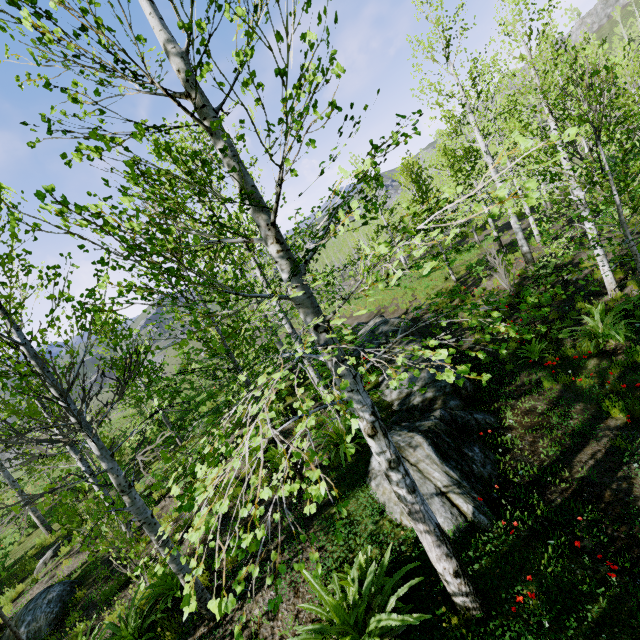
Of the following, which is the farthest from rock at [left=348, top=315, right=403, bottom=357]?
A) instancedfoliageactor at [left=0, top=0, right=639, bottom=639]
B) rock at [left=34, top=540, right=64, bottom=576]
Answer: rock at [left=34, top=540, right=64, bottom=576]

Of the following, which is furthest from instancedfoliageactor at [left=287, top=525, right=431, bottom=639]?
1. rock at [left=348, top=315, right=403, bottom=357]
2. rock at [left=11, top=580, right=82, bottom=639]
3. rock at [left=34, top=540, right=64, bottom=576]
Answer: rock at [left=34, top=540, right=64, bottom=576]

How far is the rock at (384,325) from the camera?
12.5 meters

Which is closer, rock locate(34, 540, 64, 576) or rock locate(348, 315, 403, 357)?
rock locate(34, 540, 64, 576)

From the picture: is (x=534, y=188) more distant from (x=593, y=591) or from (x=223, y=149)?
(x=593, y=591)

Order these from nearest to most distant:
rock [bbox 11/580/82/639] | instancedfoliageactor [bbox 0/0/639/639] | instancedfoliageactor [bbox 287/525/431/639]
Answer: instancedfoliageactor [bbox 0/0/639/639]
instancedfoliageactor [bbox 287/525/431/639]
rock [bbox 11/580/82/639]

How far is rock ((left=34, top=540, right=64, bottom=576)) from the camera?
10.5m

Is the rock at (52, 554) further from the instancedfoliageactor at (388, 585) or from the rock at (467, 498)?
the rock at (467, 498)
